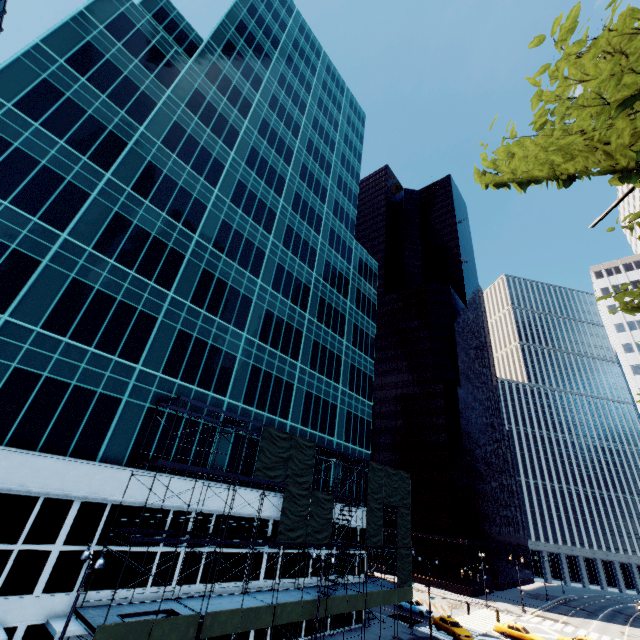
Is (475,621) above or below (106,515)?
below

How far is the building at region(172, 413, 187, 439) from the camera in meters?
24.8 m

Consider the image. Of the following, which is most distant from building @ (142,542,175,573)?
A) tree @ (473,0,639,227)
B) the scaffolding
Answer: tree @ (473,0,639,227)

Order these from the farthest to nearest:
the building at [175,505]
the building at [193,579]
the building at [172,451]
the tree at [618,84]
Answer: the building at [172,451] < the building at [193,579] < the building at [175,505] < the tree at [618,84]

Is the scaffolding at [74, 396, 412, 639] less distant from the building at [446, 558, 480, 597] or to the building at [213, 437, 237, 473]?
the building at [213, 437, 237, 473]

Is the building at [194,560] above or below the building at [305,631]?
above
